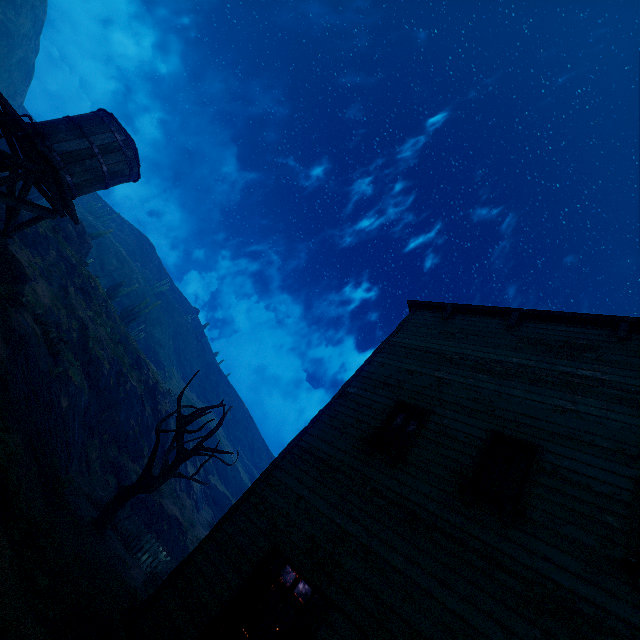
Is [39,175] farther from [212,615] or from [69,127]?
[212,615]

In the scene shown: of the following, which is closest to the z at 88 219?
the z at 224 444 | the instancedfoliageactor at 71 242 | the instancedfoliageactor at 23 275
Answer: the instancedfoliageactor at 71 242

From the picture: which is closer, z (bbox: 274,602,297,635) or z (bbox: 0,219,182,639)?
z (bbox: 0,219,182,639)

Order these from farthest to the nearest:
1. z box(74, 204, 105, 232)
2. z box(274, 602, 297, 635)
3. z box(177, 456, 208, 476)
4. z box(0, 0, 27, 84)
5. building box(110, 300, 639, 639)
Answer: z box(74, 204, 105, 232), z box(0, 0, 27, 84), z box(274, 602, 297, 635), z box(177, 456, 208, 476), building box(110, 300, 639, 639)

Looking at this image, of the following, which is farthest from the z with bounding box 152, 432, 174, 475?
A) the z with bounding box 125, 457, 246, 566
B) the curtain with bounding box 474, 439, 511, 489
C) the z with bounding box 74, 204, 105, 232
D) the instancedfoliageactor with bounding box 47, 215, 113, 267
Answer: the curtain with bounding box 474, 439, 511, 489

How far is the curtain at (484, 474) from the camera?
5.5 meters

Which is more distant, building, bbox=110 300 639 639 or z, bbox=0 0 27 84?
z, bbox=0 0 27 84

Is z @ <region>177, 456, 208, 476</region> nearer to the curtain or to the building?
the building
